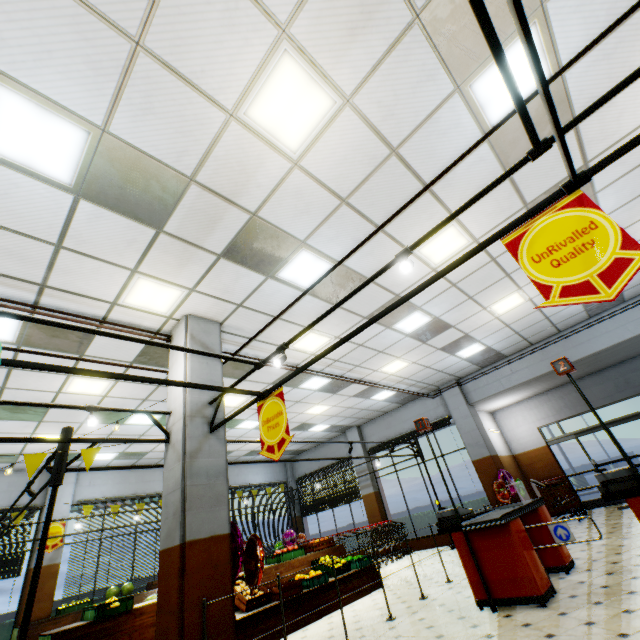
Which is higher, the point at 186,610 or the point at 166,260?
the point at 166,260

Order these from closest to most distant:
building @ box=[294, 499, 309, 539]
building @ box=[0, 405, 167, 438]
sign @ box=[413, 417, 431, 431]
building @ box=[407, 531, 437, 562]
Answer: sign @ box=[413, 417, 431, 431], building @ box=[0, 405, 167, 438], building @ box=[407, 531, 437, 562], building @ box=[294, 499, 309, 539]

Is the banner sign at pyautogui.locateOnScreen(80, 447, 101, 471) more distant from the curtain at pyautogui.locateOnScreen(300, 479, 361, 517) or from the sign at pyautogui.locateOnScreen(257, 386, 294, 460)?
the curtain at pyautogui.locateOnScreen(300, 479, 361, 517)

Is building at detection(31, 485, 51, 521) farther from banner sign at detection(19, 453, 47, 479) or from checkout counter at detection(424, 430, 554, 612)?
banner sign at detection(19, 453, 47, 479)

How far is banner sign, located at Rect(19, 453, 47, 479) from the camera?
3.6 meters

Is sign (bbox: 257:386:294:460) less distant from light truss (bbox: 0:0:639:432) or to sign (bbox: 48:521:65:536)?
light truss (bbox: 0:0:639:432)

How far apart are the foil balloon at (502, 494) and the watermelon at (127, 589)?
11.4 meters

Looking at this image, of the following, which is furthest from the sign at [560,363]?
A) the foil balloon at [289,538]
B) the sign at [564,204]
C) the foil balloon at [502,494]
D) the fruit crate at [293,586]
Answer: the foil balloon at [289,538]
